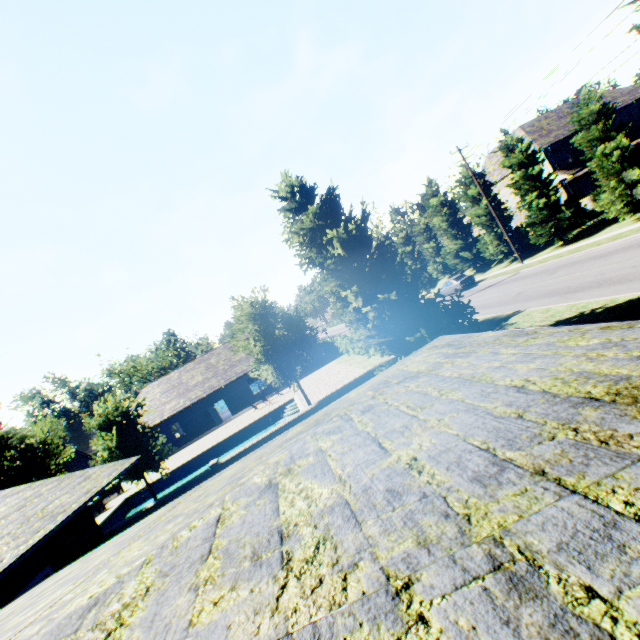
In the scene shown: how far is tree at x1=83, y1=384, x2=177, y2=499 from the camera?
15.0m

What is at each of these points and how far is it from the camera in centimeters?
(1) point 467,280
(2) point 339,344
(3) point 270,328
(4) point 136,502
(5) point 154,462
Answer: (1) car, 3167cm
(2) hedge, 3359cm
(3) tree, 1772cm
(4) swimming pool, 2402cm
(5) tree, 1669cm

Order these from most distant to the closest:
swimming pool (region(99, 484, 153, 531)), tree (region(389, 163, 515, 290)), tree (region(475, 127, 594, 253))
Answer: tree (region(389, 163, 515, 290)) < tree (region(475, 127, 594, 253)) < swimming pool (region(99, 484, 153, 531))

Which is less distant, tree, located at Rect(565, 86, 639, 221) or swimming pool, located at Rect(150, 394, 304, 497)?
tree, located at Rect(565, 86, 639, 221)

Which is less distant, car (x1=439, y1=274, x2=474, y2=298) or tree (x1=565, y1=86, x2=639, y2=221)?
tree (x1=565, y1=86, x2=639, y2=221)

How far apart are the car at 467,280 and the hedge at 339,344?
11.2m

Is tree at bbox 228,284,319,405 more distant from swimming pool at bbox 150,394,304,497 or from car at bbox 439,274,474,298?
car at bbox 439,274,474,298

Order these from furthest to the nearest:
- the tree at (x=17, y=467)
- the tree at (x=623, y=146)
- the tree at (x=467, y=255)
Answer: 1. the tree at (x=467, y=255)
2. the tree at (x=623, y=146)
3. the tree at (x=17, y=467)
